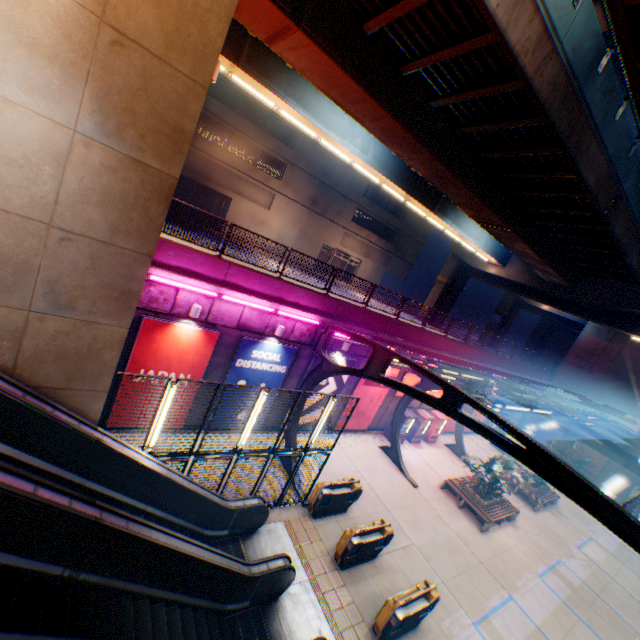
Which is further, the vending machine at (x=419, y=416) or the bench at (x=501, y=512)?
the vending machine at (x=419, y=416)

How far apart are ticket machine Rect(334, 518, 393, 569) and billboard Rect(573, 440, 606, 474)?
27.1 meters

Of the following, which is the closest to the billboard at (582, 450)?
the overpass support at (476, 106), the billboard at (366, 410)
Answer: the overpass support at (476, 106)

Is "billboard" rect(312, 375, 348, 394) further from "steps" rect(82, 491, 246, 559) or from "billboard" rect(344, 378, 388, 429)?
"steps" rect(82, 491, 246, 559)

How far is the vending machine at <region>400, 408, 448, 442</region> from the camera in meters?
19.8

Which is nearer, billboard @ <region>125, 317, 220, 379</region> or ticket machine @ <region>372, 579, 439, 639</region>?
ticket machine @ <region>372, 579, 439, 639</region>

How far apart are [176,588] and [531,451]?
8.0m

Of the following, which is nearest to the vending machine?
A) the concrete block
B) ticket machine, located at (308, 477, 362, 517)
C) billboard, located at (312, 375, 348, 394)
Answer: the concrete block
